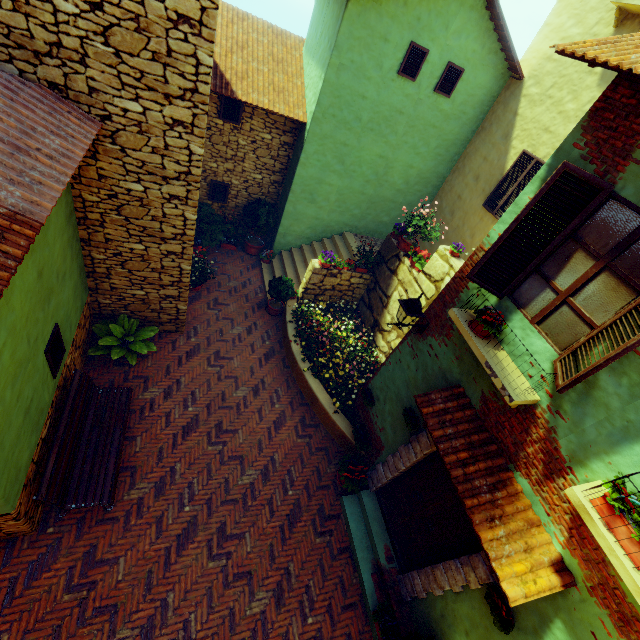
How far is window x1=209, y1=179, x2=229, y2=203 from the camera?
10.3 meters

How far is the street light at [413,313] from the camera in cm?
512

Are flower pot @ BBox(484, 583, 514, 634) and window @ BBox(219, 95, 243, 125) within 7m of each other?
no

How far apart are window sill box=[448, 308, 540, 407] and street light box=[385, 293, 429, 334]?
0.5 meters

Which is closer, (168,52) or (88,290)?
(168,52)

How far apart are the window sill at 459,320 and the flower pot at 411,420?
1.8m

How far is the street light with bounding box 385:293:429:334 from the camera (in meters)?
5.12

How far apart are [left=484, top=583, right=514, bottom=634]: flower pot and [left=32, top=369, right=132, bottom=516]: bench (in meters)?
5.70
